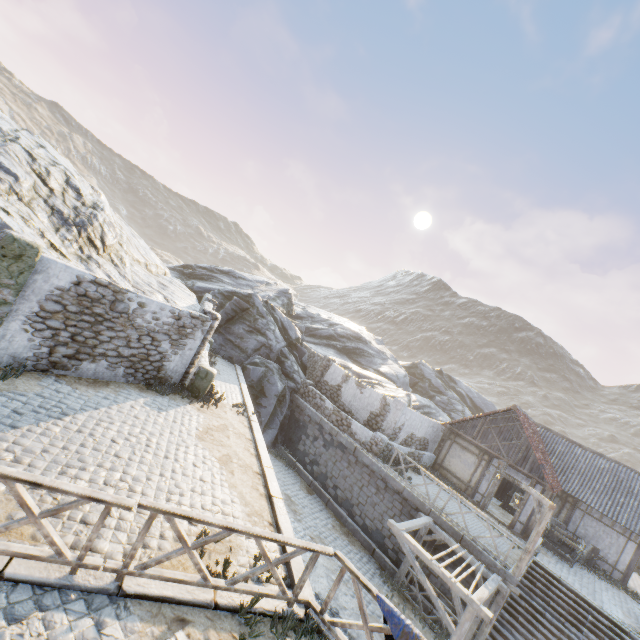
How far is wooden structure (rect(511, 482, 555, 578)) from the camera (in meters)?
11.67

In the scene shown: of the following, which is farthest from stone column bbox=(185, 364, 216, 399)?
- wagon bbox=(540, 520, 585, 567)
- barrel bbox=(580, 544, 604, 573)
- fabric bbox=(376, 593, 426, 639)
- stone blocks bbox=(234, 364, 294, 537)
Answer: barrel bbox=(580, 544, 604, 573)

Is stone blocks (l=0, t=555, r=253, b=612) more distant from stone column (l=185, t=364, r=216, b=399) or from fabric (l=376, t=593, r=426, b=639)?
stone column (l=185, t=364, r=216, b=399)

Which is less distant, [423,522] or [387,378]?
[423,522]

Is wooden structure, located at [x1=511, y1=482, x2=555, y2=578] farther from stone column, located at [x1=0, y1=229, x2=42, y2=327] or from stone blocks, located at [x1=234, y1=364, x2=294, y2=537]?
stone column, located at [x1=0, y1=229, x2=42, y2=327]

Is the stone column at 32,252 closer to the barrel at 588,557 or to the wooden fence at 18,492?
the wooden fence at 18,492

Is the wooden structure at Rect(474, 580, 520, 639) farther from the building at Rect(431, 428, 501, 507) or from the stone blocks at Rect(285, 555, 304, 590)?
Answer: the building at Rect(431, 428, 501, 507)

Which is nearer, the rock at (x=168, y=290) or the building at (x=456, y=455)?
the rock at (x=168, y=290)
